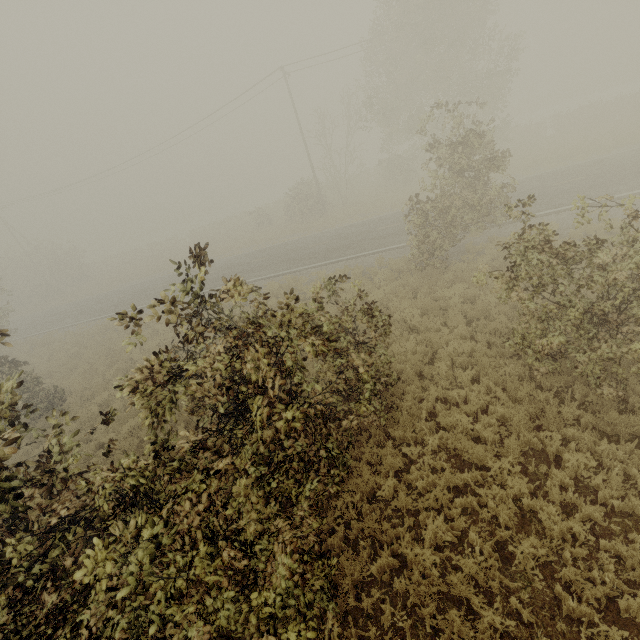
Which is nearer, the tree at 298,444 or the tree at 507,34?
the tree at 298,444

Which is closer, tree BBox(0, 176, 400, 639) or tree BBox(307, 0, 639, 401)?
tree BBox(0, 176, 400, 639)

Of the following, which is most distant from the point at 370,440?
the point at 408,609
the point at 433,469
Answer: the point at 408,609
